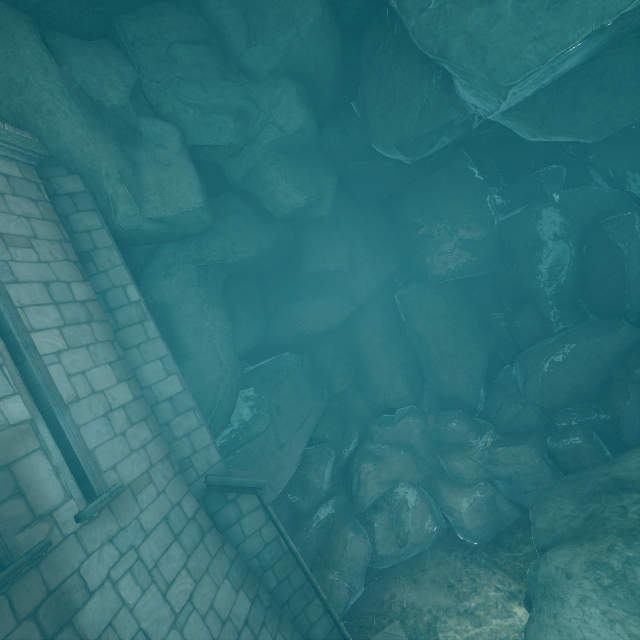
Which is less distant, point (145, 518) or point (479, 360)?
point (145, 518)

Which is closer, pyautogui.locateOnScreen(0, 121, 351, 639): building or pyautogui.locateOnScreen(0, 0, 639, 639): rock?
pyautogui.locateOnScreen(0, 121, 351, 639): building

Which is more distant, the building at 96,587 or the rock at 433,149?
the rock at 433,149
